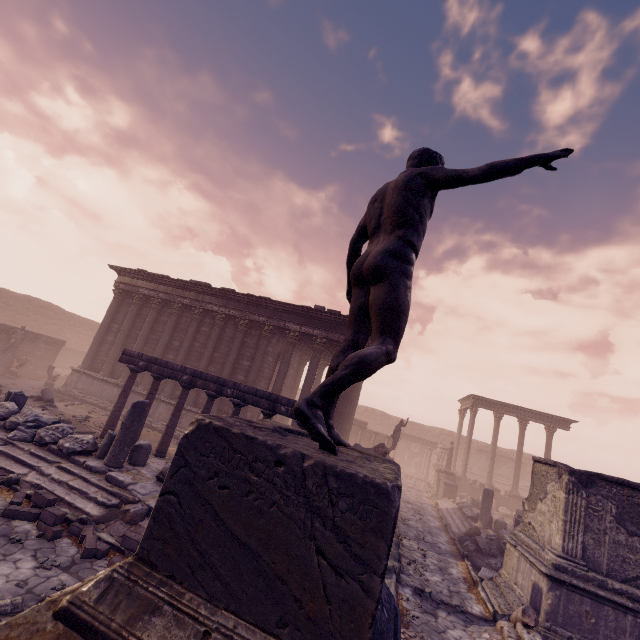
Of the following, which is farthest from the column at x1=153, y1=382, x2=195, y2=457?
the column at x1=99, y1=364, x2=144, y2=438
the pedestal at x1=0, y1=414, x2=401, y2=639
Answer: the pedestal at x1=0, y1=414, x2=401, y2=639

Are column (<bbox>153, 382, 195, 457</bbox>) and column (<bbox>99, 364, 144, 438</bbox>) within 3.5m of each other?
yes

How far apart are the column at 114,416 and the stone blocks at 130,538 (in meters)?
6.45

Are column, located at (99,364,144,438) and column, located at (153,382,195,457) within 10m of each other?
yes

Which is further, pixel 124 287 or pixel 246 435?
pixel 124 287

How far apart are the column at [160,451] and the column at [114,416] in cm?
166

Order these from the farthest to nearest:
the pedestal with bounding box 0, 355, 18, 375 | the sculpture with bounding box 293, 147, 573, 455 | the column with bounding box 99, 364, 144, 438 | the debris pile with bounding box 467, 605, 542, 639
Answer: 1. the pedestal with bounding box 0, 355, 18, 375
2. the column with bounding box 99, 364, 144, 438
3. the debris pile with bounding box 467, 605, 542, 639
4. the sculpture with bounding box 293, 147, 573, 455

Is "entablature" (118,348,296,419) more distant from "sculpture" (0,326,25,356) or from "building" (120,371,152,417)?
"sculpture" (0,326,25,356)
